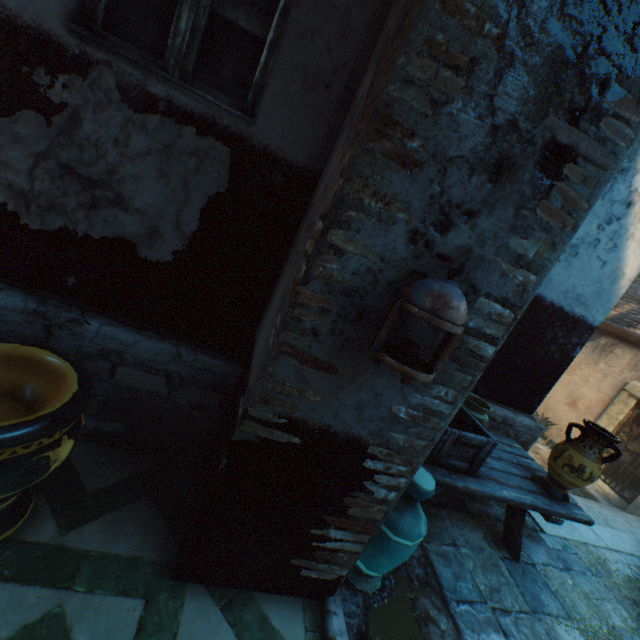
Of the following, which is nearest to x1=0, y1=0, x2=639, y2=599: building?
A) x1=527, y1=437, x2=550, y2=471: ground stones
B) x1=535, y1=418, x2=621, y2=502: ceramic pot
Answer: x1=527, y1=437, x2=550, y2=471: ground stones

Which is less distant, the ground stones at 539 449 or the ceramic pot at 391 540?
the ceramic pot at 391 540

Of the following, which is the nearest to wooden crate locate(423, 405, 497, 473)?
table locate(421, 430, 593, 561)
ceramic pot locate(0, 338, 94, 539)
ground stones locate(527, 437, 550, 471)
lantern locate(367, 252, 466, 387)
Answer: table locate(421, 430, 593, 561)

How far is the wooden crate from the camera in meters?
2.6

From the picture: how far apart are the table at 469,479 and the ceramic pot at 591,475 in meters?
0.0

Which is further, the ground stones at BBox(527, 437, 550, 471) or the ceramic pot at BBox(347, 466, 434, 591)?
the ground stones at BBox(527, 437, 550, 471)

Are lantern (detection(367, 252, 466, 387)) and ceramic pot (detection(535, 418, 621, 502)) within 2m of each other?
no

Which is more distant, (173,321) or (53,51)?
(173,321)
